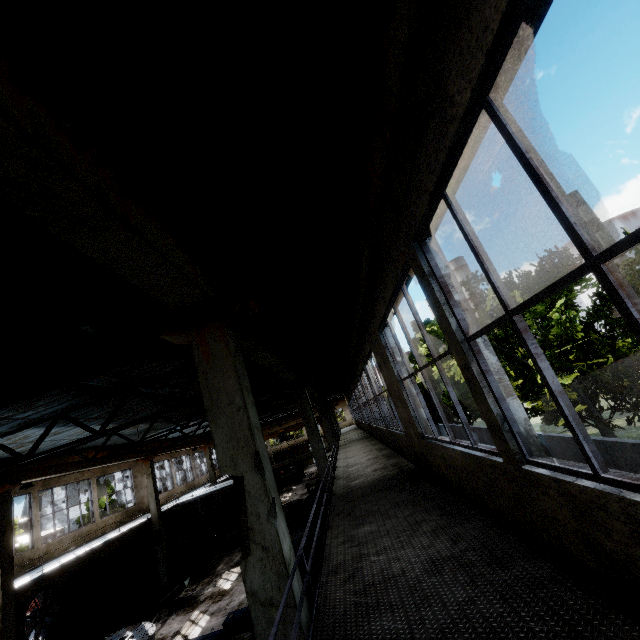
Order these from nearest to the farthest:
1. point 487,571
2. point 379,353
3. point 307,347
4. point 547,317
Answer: point 487,571
point 379,353
point 547,317
point 307,347

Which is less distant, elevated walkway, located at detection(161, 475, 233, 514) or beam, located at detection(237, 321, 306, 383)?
beam, located at detection(237, 321, 306, 383)

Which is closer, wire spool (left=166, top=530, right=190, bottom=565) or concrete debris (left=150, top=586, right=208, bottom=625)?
concrete debris (left=150, top=586, right=208, bottom=625)

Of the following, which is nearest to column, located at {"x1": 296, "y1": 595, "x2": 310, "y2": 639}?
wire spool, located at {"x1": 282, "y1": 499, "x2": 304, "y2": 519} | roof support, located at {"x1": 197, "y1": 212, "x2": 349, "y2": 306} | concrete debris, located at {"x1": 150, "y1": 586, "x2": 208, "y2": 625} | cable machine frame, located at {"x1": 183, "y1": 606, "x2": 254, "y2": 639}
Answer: roof support, located at {"x1": 197, "y1": 212, "x2": 349, "y2": 306}

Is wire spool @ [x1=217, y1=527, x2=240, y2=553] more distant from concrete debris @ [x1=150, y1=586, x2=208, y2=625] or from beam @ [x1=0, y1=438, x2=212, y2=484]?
beam @ [x1=0, y1=438, x2=212, y2=484]

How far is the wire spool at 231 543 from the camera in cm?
2264

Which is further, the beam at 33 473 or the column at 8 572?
the beam at 33 473

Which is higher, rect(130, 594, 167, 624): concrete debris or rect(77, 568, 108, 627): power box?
rect(77, 568, 108, 627): power box
